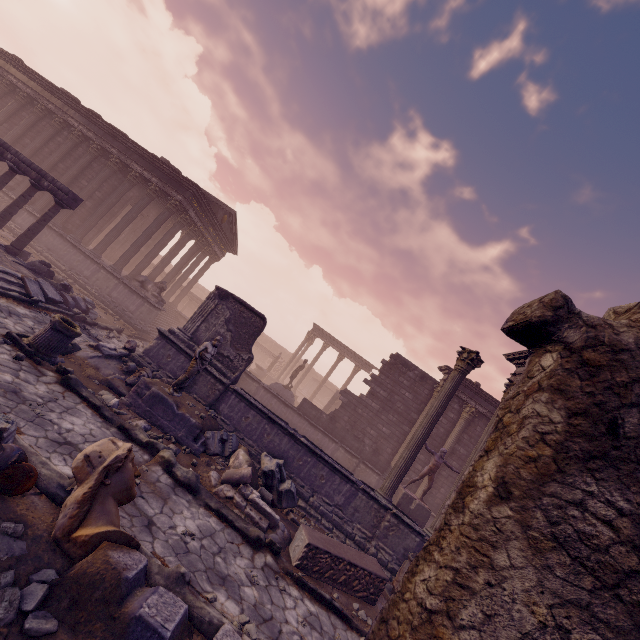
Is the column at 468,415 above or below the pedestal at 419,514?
above

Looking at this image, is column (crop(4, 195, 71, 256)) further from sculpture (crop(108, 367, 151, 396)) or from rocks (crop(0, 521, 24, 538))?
rocks (crop(0, 521, 24, 538))

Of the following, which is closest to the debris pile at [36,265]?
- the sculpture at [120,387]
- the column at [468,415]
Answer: the sculpture at [120,387]

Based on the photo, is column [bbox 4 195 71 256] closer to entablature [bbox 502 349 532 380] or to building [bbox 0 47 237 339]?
building [bbox 0 47 237 339]

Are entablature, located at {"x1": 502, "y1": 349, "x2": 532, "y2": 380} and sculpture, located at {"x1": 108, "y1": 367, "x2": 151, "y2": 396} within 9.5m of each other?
no

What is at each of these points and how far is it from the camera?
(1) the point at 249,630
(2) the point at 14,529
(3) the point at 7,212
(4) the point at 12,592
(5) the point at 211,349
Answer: (1) rocks, 4.1 meters
(2) rocks, 3.2 meters
(3) column, 11.7 meters
(4) rocks, 2.7 meters
(5) sculpture, 8.5 meters

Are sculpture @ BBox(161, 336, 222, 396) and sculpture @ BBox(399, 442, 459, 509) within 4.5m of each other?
no

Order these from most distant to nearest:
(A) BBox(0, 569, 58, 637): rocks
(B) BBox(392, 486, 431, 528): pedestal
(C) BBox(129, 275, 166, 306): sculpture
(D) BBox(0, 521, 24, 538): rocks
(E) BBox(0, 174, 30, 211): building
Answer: (E) BBox(0, 174, 30, 211): building → (C) BBox(129, 275, 166, 306): sculpture → (B) BBox(392, 486, 431, 528): pedestal → (D) BBox(0, 521, 24, 538): rocks → (A) BBox(0, 569, 58, 637): rocks
